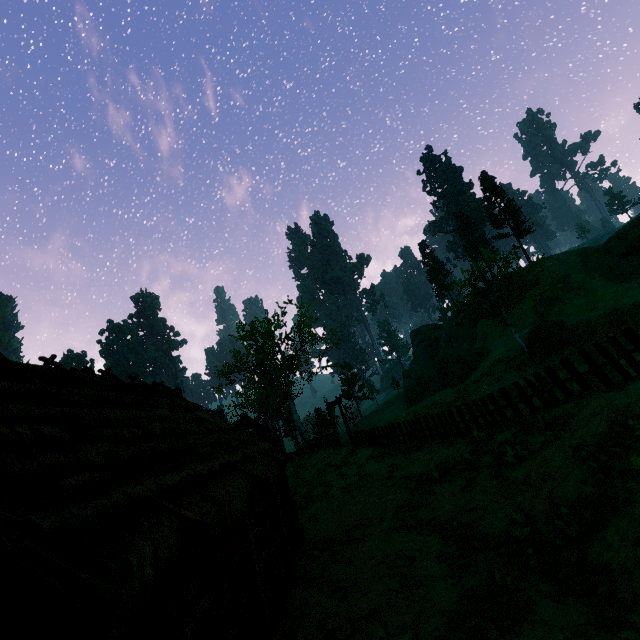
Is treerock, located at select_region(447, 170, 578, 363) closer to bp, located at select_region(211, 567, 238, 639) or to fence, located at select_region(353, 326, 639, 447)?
fence, located at select_region(353, 326, 639, 447)

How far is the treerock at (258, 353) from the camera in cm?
3222

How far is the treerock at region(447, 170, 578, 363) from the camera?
A: 26.9m

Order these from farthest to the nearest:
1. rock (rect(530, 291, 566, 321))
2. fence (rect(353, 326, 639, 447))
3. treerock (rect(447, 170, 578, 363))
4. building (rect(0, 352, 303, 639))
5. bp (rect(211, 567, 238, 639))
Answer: rock (rect(530, 291, 566, 321))
treerock (rect(447, 170, 578, 363))
fence (rect(353, 326, 639, 447))
bp (rect(211, 567, 238, 639))
building (rect(0, 352, 303, 639))

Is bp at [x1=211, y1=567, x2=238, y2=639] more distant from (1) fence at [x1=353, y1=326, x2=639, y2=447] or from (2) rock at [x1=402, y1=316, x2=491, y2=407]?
(2) rock at [x1=402, y1=316, x2=491, y2=407]

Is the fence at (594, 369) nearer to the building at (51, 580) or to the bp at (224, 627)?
the building at (51, 580)

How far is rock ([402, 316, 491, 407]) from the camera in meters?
40.1 m

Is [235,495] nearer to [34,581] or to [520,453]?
[34,581]
